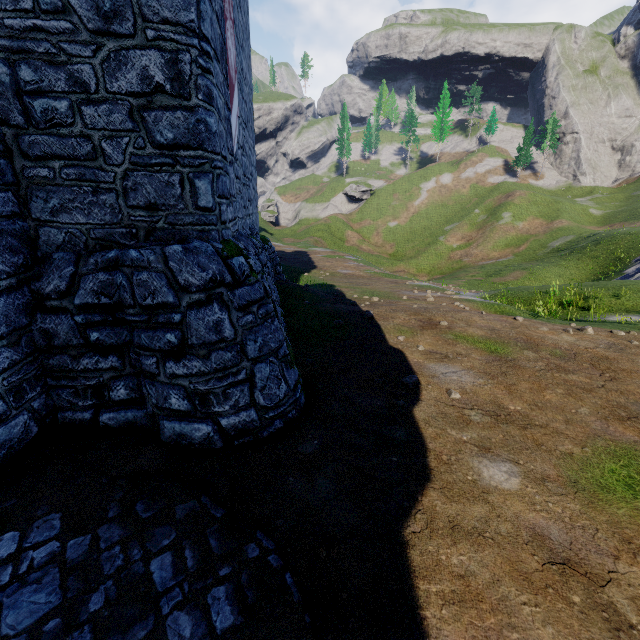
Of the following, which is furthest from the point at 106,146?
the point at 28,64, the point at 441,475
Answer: the point at 441,475
